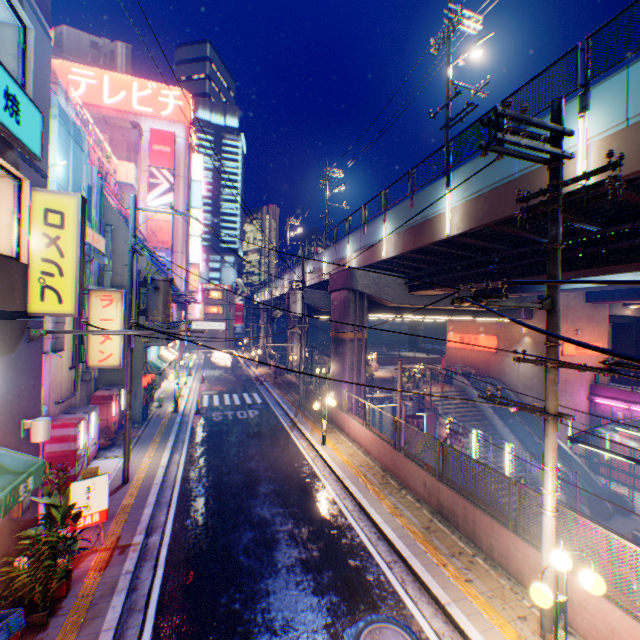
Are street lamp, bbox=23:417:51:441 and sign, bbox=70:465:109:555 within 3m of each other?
yes

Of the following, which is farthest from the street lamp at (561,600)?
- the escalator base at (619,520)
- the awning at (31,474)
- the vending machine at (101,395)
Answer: the escalator base at (619,520)

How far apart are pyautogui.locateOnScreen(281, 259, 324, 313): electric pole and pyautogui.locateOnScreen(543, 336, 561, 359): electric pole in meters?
14.6 m

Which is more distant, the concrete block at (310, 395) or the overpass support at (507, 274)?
the concrete block at (310, 395)

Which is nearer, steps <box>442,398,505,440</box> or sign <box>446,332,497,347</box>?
steps <box>442,398,505,440</box>

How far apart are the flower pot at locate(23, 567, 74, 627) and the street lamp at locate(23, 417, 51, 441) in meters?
3.0 m

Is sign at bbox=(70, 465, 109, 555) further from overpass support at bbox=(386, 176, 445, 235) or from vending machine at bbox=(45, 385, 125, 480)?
overpass support at bbox=(386, 176, 445, 235)

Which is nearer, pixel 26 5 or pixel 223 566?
pixel 26 5
